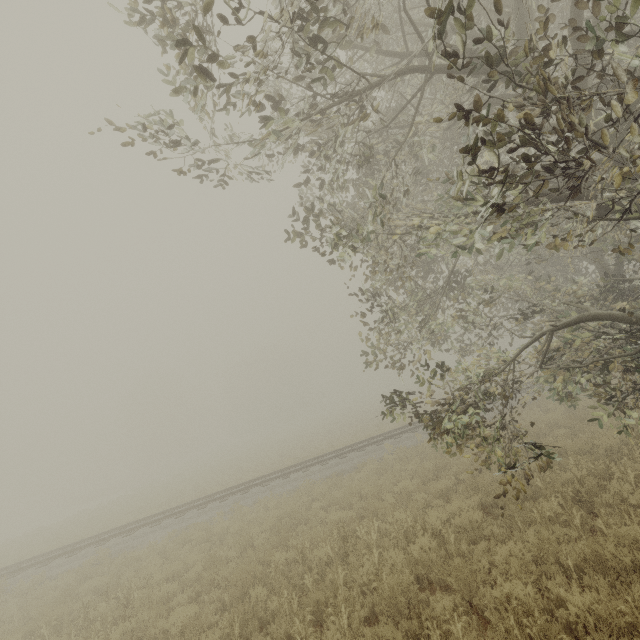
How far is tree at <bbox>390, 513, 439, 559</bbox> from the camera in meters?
6.8 m

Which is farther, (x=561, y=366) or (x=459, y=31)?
(x=561, y=366)

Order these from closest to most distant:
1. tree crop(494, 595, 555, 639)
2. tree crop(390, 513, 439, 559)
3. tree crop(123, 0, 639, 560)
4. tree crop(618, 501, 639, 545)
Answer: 1. tree crop(123, 0, 639, 560)
2. tree crop(494, 595, 555, 639)
3. tree crop(618, 501, 639, 545)
4. tree crop(390, 513, 439, 559)

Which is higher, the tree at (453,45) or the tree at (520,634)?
the tree at (453,45)

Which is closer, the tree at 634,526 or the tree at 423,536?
the tree at 634,526

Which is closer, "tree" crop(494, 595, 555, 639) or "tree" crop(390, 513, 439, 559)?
"tree" crop(494, 595, 555, 639)
